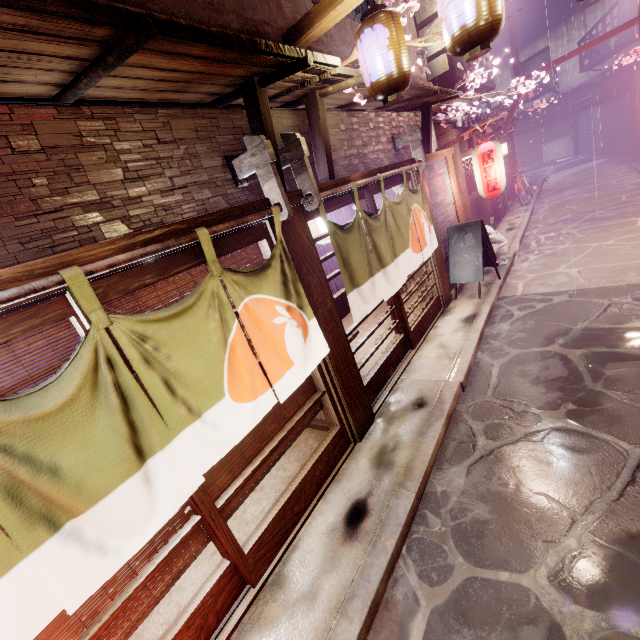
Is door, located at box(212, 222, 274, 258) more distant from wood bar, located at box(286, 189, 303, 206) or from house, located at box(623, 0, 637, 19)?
house, located at box(623, 0, 637, 19)

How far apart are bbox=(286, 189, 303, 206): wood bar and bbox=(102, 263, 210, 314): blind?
0.76m

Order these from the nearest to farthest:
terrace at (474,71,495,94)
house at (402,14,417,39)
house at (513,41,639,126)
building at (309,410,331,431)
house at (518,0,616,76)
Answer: building at (309,410,331,431) → house at (402,14,417,39) → terrace at (474,71,495,94) → house at (513,41,639,126) → house at (518,0,616,76)

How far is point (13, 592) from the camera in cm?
270

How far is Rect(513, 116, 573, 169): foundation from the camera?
42.7m

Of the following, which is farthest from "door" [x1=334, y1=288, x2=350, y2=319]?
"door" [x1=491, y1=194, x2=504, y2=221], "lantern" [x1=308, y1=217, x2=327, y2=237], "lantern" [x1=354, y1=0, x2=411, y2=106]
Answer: "door" [x1=491, y1=194, x2=504, y2=221]

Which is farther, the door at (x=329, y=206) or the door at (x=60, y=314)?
the door at (x=329, y=206)

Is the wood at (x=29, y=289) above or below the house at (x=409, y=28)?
Result: below
